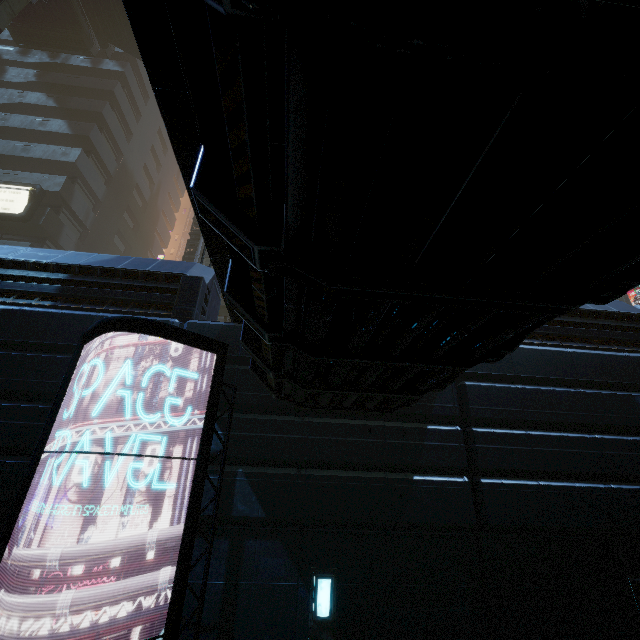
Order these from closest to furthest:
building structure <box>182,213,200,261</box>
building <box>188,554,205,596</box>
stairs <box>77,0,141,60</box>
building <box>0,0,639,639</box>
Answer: building <box>0,0,639,639</box> → building <box>188,554,205,596</box> → building structure <box>182,213,200,261</box> → stairs <box>77,0,141,60</box>

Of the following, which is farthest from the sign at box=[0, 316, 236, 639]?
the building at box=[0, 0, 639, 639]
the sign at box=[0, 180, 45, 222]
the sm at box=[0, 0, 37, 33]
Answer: the sign at box=[0, 180, 45, 222]

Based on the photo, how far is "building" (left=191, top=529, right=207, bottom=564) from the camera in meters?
5.3

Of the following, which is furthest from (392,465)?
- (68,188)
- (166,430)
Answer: (68,188)

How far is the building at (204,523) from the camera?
5.4m

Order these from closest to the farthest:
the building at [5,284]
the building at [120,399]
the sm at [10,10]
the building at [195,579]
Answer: the building at [5,284]
the building at [195,579]
the building at [120,399]
the sm at [10,10]
